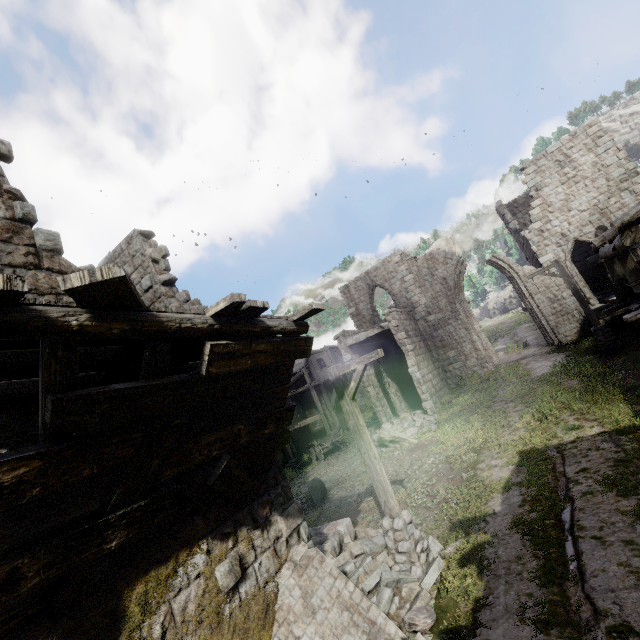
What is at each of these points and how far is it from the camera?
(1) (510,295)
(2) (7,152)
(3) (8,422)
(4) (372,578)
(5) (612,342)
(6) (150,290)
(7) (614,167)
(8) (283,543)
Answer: (1) rock, 55.2m
(2) building, 5.2m
(3) building, 3.8m
(4) rubble, 6.5m
(5) wooden lamp post, 14.3m
(6) building, 8.9m
(7) building, 18.1m
(8) building, 6.1m

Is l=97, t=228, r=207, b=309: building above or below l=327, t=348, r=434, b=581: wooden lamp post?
above

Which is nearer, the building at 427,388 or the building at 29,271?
the building at 29,271

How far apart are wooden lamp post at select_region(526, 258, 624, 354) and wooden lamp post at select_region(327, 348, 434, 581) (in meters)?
13.04

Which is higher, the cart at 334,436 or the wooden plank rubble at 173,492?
the wooden plank rubble at 173,492

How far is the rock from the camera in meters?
53.4 m

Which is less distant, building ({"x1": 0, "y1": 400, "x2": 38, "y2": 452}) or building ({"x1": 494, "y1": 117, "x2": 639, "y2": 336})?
building ({"x1": 0, "y1": 400, "x2": 38, "y2": 452})

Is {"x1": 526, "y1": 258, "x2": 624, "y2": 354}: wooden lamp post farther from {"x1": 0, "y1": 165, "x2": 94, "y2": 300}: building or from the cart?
the cart
